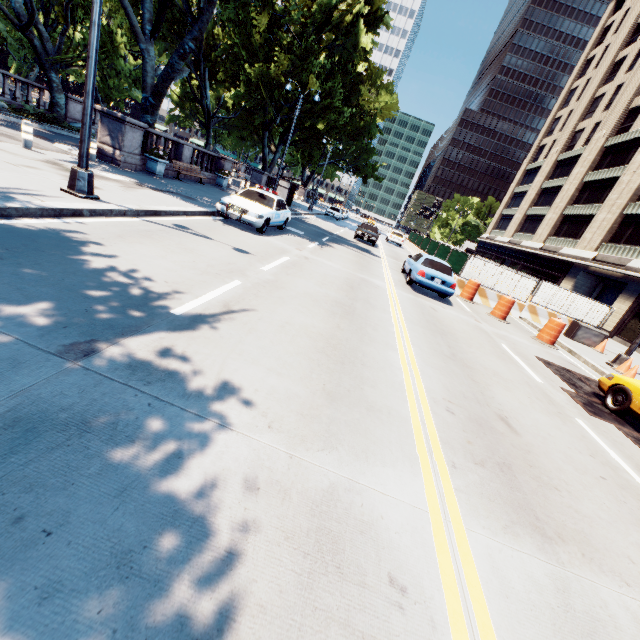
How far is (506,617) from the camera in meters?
2.3 m

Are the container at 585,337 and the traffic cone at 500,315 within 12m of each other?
yes

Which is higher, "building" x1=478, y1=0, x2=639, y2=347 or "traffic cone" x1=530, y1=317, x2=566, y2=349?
"building" x1=478, y1=0, x2=639, y2=347

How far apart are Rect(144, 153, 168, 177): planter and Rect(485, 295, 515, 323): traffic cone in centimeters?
1720cm

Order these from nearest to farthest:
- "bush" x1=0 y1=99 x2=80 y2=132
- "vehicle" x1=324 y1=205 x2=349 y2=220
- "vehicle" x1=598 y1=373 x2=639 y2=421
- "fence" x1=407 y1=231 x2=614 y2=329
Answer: "vehicle" x1=598 y1=373 x2=639 y2=421
"fence" x1=407 y1=231 x2=614 y2=329
"bush" x1=0 y1=99 x2=80 y2=132
"vehicle" x1=324 y1=205 x2=349 y2=220

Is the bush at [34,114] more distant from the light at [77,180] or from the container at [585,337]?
the container at [585,337]

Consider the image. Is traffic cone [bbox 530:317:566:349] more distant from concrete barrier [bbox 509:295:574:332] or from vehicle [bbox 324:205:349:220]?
vehicle [bbox 324:205:349:220]

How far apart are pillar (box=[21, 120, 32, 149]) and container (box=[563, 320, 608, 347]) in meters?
23.7 m
